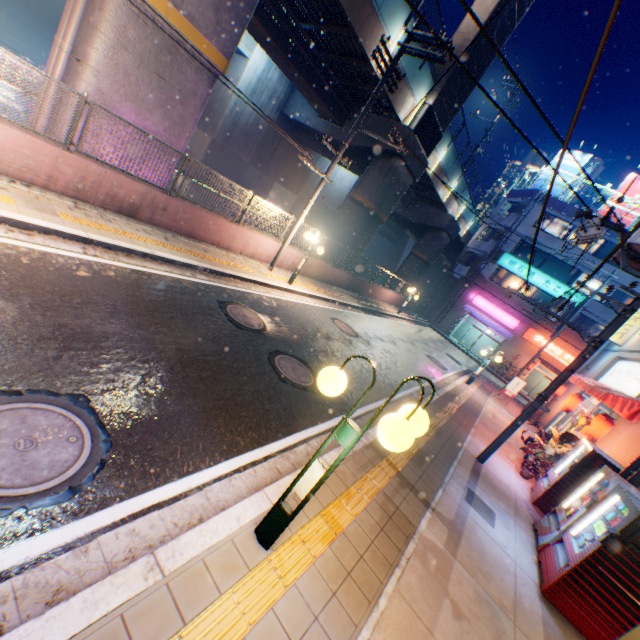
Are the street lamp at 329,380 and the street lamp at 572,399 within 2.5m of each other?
no

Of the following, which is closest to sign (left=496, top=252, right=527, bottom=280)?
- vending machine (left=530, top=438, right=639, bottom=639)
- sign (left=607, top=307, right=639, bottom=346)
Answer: sign (left=607, top=307, right=639, bottom=346)

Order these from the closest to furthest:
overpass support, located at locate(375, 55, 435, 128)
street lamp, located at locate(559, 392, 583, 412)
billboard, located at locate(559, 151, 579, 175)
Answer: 1. street lamp, located at locate(559, 392, 583, 412)
2. overpass support, located at locate(375, 55, 435, 128)
3. billboard, located at locate(559, 151, 579, 175)

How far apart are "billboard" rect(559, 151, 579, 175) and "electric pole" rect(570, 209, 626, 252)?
27.62m

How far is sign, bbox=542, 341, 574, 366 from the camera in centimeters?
2800cm

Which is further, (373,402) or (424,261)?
(424,261)

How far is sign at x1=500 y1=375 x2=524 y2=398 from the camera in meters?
18.2 m

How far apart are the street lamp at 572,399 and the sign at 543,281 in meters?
18.0 m
